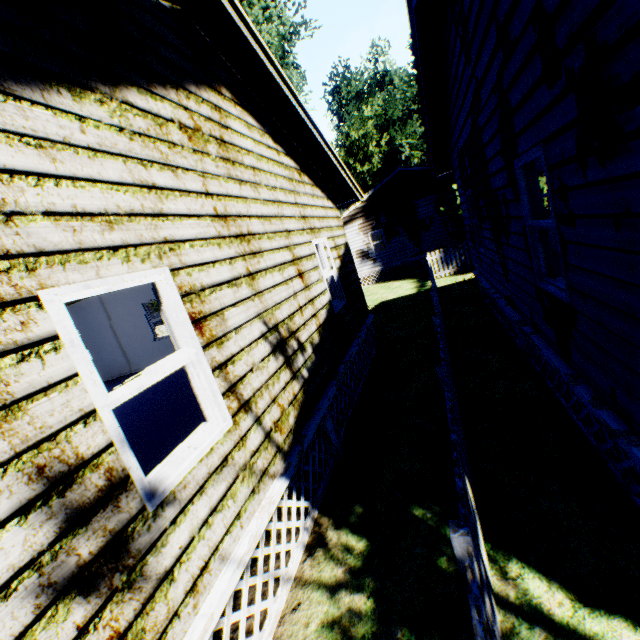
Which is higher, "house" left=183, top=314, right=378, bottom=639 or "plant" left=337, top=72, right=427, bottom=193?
"plant" left=337, top=72, right=427, bottom=193

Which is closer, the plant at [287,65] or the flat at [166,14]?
the flat at [166,14]

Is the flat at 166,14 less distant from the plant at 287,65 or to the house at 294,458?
the house at 294,458

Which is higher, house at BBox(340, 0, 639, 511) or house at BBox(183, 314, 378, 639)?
house at BBox(340, 0, 639, 511)

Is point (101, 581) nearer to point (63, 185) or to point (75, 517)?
point (75, 517)

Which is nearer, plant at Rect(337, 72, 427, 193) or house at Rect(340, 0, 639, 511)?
house at Rect(340, 0, 639, 511)

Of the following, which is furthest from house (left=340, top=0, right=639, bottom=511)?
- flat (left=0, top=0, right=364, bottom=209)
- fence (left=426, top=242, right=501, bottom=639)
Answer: flat (left=0, top=0, right=364, bottom=209)

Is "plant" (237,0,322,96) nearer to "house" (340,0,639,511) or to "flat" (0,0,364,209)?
"house" (340,0,639,511)
